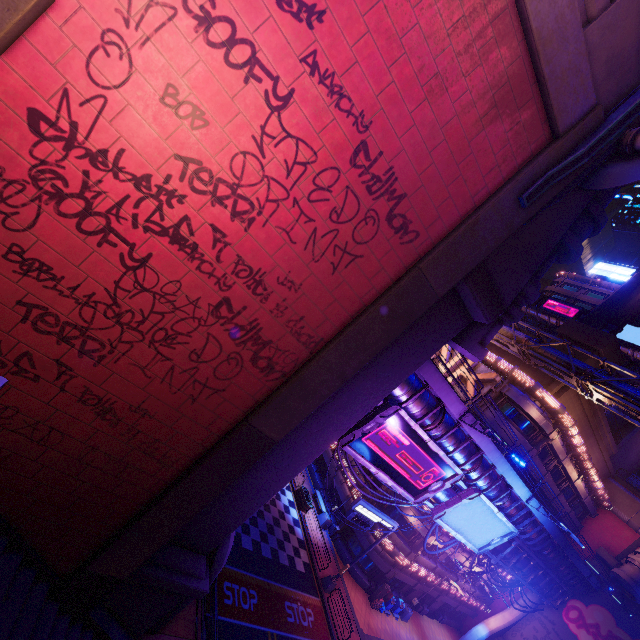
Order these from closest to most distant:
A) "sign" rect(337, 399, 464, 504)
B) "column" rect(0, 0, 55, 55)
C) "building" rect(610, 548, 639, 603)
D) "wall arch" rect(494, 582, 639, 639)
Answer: "column" rect(0, 0, 55, 55)
"sign" rect(337, 399, 464, 504)
"building" rect(610, 548, 639, 603)
"wall arch" rect(494, 582, 639, 639)

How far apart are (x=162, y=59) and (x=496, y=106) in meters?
7.4

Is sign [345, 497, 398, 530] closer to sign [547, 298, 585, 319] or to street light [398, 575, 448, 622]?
street light [398, 575, 448, 622]

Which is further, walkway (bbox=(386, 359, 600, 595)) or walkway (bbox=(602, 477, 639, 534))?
walkway (bbox=(602, 477, 639, 534))

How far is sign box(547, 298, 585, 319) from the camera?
55.8 meters

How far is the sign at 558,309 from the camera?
55.78m

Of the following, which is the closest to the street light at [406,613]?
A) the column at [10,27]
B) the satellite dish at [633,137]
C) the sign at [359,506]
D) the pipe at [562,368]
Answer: the sign at [359,506]

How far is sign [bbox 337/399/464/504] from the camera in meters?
13.2 m
